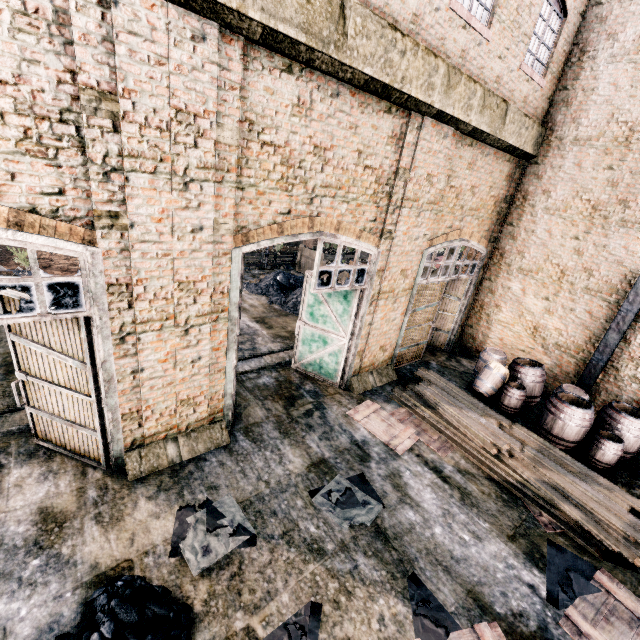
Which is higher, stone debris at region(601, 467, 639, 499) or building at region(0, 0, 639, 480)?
building at region(0, 0, 639, 480)

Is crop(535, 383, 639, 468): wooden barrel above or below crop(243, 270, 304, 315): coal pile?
above

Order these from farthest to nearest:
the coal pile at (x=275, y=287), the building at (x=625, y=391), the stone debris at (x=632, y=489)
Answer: the coal pile at (x=275, y=287)
the building at (x=625, y=391)
the stone debris at (x=632, y=489)

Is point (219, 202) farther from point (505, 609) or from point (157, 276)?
point (505, 609)

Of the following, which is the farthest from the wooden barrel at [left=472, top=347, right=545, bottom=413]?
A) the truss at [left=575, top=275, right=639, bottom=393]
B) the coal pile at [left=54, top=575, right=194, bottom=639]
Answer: the coal pile at [left=54, top=575, right=194, bottom=639]

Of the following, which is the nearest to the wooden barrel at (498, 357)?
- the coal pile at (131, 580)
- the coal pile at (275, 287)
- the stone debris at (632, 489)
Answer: the stone debris at (632, 489)

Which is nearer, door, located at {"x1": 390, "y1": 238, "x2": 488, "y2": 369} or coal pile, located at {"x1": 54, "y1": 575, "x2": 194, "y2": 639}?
coal pile, located at {"x1": 54, "y1": 575, "x2": 194, "y2": 639}

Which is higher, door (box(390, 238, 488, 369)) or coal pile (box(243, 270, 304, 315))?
door (box(390, 238, 488, 369))
